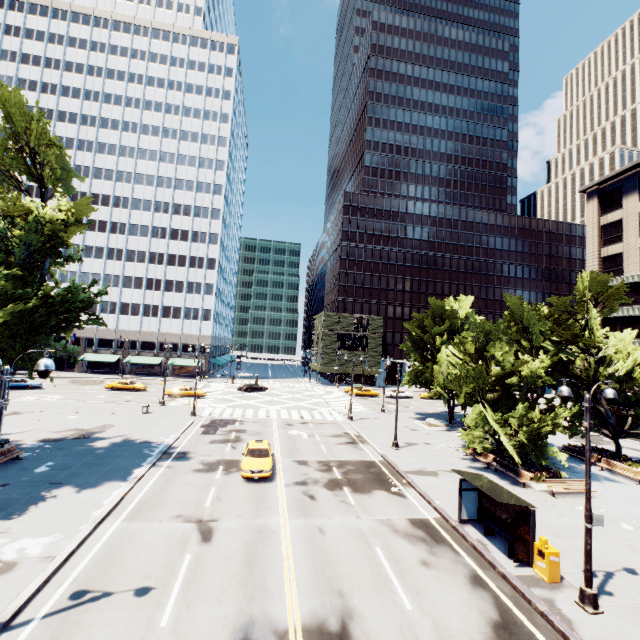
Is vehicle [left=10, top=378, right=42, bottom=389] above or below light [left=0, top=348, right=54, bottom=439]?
below

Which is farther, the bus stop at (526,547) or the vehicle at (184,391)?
the vehicle at (184,391)

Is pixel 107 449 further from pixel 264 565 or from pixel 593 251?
pixel 593 251

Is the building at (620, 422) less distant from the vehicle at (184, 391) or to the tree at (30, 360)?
the tree at (30, 360)

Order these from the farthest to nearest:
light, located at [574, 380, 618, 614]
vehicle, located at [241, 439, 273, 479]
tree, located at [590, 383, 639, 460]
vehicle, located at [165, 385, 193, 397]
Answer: vehicle, located at [165, 385, 193, 397], tree, located at [590, 383, 639, 460], vehicle, located at [241, 439, 273, 479], light, located at [574, 380, 618, 614]

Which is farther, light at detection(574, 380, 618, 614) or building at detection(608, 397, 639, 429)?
building at detection(608, 397, 639, 429)

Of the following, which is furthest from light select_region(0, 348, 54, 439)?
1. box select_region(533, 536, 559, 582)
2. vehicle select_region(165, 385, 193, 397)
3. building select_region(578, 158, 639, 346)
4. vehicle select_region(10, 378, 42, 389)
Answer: vehicle select_region(10, 378, 42, 389)
